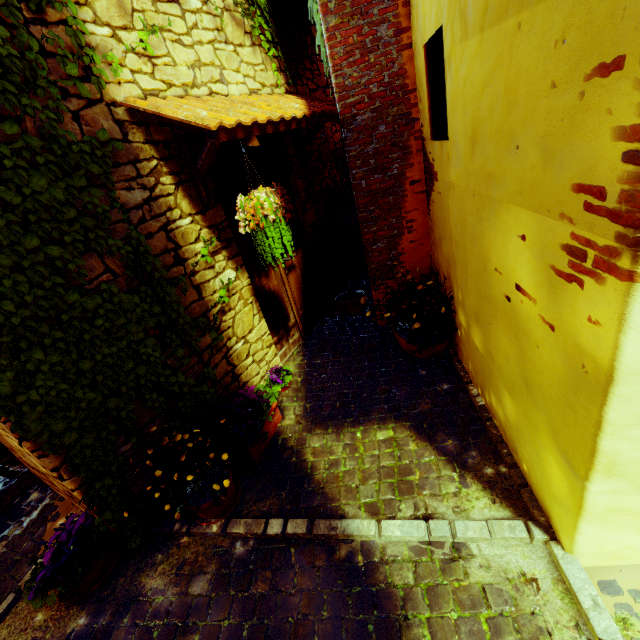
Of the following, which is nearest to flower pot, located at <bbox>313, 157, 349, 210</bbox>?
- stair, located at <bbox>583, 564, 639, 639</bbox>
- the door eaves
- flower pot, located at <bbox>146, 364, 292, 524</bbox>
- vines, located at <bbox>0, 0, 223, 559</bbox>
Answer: the door eaves

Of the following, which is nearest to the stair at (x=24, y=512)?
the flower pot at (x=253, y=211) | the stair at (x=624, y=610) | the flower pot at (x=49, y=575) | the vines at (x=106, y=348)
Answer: the flower pot at (x=49, y=575)

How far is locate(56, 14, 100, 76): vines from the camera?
1.87m

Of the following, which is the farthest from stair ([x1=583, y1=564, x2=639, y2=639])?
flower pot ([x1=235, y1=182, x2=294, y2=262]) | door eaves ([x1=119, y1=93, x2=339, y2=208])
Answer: door eaves ([x1=119, y1=93, x2=339, y2=208])

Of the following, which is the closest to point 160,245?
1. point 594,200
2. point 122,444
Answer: point 122,444

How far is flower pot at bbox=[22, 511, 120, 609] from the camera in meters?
2.1

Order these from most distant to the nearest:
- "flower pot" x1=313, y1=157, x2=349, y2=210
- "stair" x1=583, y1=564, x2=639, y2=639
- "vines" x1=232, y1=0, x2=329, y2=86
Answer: "flower pot" x1=313, y1=157, x2=349, y2=210
"vines" x1=232, y1=0, x2=329, y2=86
"stair" x1=583, y1=564, x2=639, y2=639

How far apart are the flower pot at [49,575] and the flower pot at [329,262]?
3.6m
